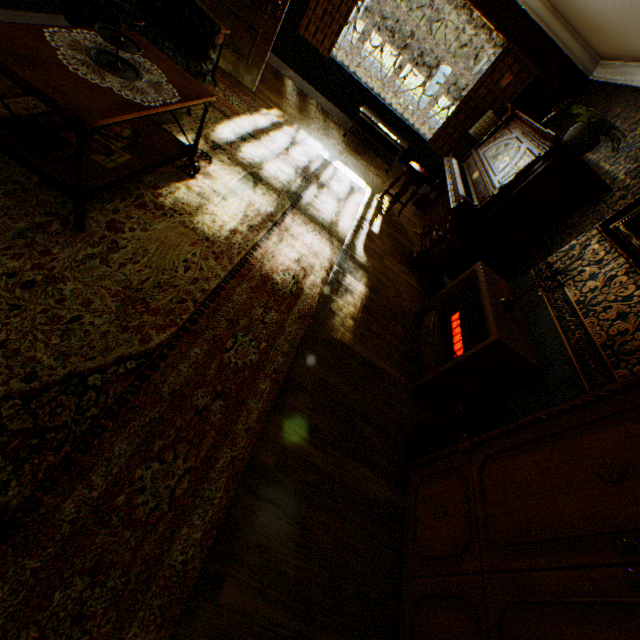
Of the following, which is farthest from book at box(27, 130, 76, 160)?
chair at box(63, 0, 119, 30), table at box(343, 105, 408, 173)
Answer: table at box(343, 105, 408, 173)

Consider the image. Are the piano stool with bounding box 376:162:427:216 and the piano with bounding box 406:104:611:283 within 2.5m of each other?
yes

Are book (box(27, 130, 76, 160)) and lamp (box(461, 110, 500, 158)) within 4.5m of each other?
no

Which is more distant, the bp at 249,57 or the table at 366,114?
the table at 366,114

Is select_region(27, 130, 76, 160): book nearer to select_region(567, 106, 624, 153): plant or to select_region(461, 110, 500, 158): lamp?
select_region(567, 106, 624, 153): plant

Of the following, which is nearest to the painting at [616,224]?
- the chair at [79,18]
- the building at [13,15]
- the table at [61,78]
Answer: the building at [13,15]

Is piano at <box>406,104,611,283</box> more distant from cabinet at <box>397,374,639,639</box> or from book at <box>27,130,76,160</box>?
book at <box>27,130,76,160</box>

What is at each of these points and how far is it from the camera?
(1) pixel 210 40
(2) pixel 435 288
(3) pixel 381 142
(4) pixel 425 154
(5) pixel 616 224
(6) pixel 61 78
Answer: (1) chair, 3.0 meters
(2) scale, 4.2 meters
(3) building, 6.8 meters
(4) building, 6.7 meters
(5) painting, 2.7 meters
(6) table, 1.6 meters
